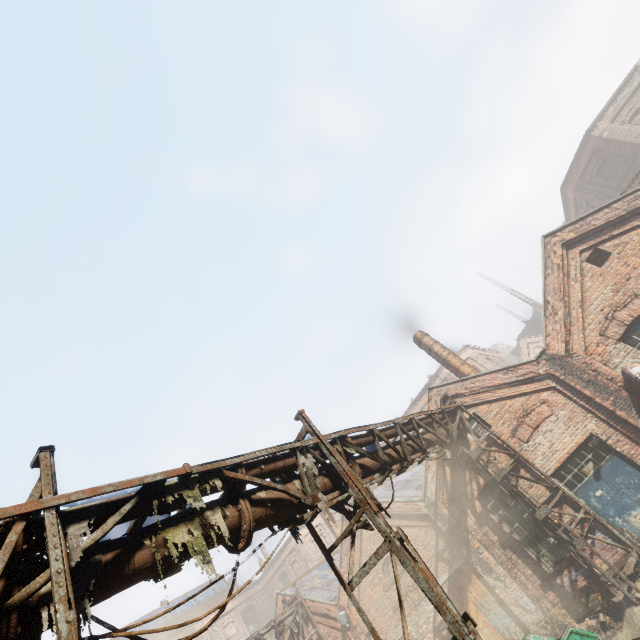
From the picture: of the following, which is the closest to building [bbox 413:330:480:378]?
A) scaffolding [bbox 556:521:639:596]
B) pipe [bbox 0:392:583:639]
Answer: Answer: pipe [bbox 0:392:583:639]

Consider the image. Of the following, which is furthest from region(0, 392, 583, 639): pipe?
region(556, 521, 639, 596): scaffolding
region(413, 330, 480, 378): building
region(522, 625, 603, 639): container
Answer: region(413, 330, 480, 378): building

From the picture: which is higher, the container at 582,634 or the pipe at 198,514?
the pipe at 198,514

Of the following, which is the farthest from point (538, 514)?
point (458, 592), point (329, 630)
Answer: point (329, 630)

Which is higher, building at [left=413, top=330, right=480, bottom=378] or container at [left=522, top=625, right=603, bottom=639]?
building at [left=413, top=330, right=480, bottom=378]

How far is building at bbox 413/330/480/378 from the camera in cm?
1443

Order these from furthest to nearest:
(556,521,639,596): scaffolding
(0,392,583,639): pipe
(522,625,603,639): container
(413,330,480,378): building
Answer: (413,330,480,378): building, (556,521,639,596): scaffolding, (522,625,603,639): container, (0,392,583,639): pipe

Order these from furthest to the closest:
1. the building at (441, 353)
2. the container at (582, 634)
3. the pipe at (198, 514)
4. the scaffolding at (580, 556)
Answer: the building at (441, 353) < the scaffolding at (580, 556) < the container at (582, 634) < the pipe at (198, 514)
